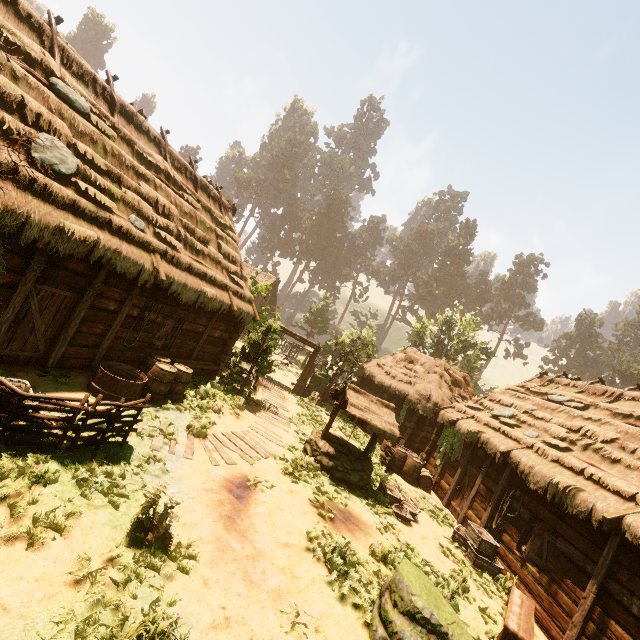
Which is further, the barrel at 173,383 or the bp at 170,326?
the bp at 170,326

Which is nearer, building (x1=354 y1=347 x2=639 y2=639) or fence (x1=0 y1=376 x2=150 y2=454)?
fence (x1=0 y1=376 x2=150 y2=454)

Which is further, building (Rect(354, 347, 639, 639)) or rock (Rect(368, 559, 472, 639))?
building (Rect(354, 347, 639, 639))

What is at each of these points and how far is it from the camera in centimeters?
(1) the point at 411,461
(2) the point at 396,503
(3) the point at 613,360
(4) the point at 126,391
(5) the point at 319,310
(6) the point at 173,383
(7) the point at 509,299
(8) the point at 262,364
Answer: (1) barrel, 1470cm
(2) basket, 1080cm
(3) treerock, 5456cm
(4) wooden basin, 833cm
(5) treerock, 4378cm
(6) barrel, 997cm
(7) treerock, 5800cm
(8) treerock, 1341cm

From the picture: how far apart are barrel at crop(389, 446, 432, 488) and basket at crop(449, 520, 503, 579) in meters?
3.2

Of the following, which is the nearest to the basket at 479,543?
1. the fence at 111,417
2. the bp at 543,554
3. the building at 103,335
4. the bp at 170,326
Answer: the building at 103,335

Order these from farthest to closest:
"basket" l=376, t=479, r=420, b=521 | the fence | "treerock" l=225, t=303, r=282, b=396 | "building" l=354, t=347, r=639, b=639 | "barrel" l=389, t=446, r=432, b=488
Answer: "barrel" l=389, t=446, r=432, b=488 < "treerock" l=225, t=303, r=282, b=396 < "basket" l=376, t=479, r=420, b=521 < "building" l=354, t=347, r=639, b=639 < the fence
